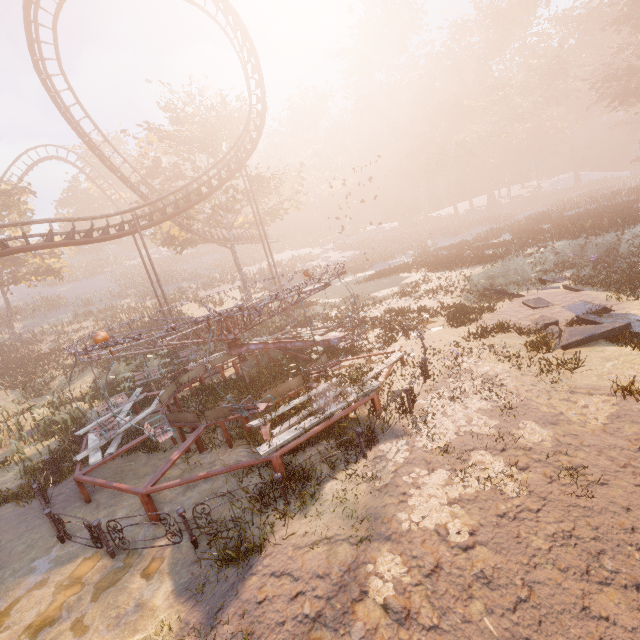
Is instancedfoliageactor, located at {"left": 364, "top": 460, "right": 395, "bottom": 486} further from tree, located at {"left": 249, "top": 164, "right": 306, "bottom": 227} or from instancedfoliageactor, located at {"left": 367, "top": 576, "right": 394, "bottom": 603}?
tree, located at {"left": 249, "top": 164, "right": 306, "bottom": 227}

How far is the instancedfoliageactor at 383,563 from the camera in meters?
4.7

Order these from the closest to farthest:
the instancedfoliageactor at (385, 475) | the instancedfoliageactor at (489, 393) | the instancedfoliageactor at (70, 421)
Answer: the instancedfoliageactor at (385, 475) < the instancedfoliageactor at (489, 393) < the instancedfoliageactor at (70, 421)

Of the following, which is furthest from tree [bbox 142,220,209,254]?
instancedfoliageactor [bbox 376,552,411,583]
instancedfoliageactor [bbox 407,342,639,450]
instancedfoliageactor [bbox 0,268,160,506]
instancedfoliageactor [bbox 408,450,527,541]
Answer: instancedfoliageactor [bbox 376,552,411,583]

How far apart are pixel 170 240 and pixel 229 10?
18.5m

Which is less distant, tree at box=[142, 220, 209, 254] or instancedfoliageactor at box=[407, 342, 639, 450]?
instancedfoliageactor at box=[407, 342, 639, 450]

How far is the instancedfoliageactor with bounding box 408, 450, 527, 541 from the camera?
5.3m
